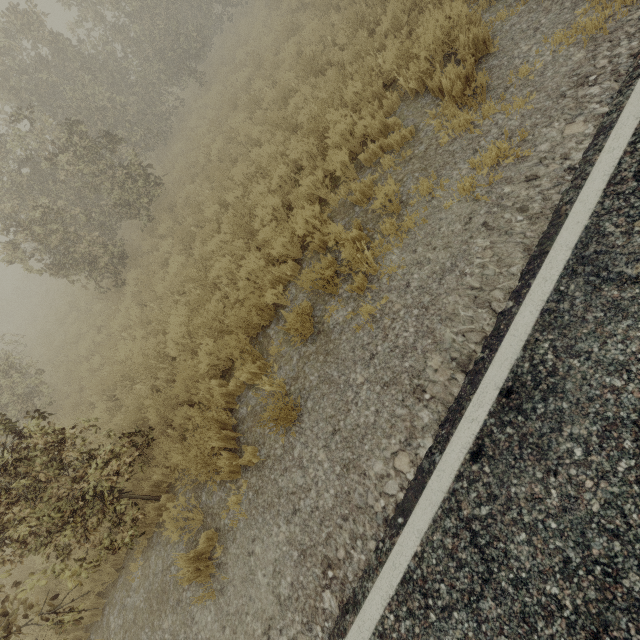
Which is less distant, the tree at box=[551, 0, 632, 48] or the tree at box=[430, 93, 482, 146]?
the tree at box=[551, 0, 632, 48]

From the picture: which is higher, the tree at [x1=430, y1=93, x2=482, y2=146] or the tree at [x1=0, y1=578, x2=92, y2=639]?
the tree at [x1=0, y1=578, x2=92, y2=639]

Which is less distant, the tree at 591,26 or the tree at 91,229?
the tree at 591,26

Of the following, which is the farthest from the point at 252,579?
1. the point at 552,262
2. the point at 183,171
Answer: the point at 183,171

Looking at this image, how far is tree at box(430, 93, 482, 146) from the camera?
4.3m
